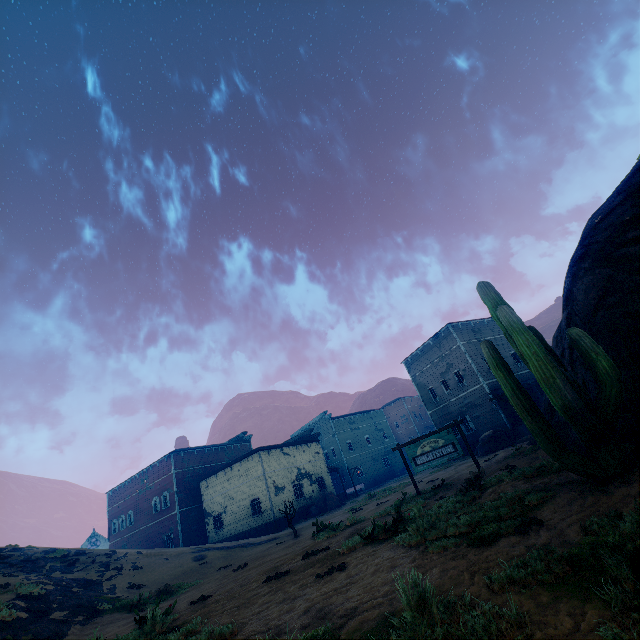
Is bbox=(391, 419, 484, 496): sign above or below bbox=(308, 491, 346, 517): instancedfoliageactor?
above

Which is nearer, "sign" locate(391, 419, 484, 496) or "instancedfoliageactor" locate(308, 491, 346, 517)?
"sign" locate(391, 419, 484, 496)

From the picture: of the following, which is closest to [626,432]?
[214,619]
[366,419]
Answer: [214,619]

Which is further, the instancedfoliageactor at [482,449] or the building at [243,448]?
the building at [243,448]

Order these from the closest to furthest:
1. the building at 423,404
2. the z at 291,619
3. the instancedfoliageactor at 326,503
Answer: the z at 291,619 → the building at 423,404 → the instancedfoliageactor at 326,503

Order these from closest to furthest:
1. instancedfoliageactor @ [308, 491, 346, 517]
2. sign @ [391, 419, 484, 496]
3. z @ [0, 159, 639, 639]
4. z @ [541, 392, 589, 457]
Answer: z @ [0, 159, 639, 639]
z @ [541, 392, 589, 457]
sign @ [391, 419, 484, 496]
instancedfoliageactor @ [308, 491, 346, 517]

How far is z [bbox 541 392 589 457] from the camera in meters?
7.9 m

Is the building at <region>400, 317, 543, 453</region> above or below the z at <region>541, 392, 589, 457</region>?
above
